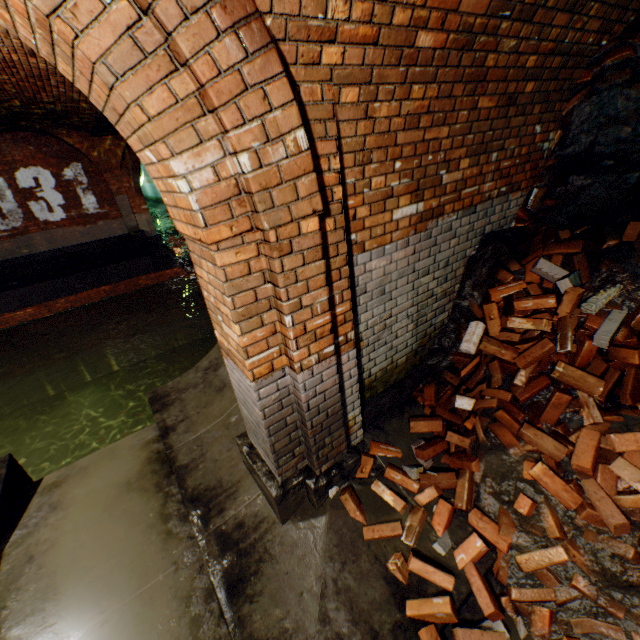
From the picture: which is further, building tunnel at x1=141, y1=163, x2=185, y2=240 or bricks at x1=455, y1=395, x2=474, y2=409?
building tunnel at x1=141, y1=163, x2=185, y2=240

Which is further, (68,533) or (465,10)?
(68,533)

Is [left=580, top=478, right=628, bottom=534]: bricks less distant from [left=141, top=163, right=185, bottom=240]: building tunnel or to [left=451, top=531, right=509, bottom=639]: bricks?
[left=451, top=531, right=509, bottom=639]: bricks

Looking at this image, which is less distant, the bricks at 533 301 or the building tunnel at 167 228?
the bricks at 533 301

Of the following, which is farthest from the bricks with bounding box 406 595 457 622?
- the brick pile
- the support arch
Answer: the support arch

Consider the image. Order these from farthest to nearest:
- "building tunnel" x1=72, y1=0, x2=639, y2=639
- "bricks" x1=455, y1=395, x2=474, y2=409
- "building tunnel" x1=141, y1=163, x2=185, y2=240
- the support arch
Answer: "building tunnel" x1=141, y1=163, x2=185, y2=240 → the support arch → "bricks" x1=455, y1=395, x2=474, y2=409 → "building tunnel" x1=72, y1=0, x2=639, y2=639

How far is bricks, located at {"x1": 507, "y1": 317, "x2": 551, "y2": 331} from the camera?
2.7 meters

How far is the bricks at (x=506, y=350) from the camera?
2.62m
